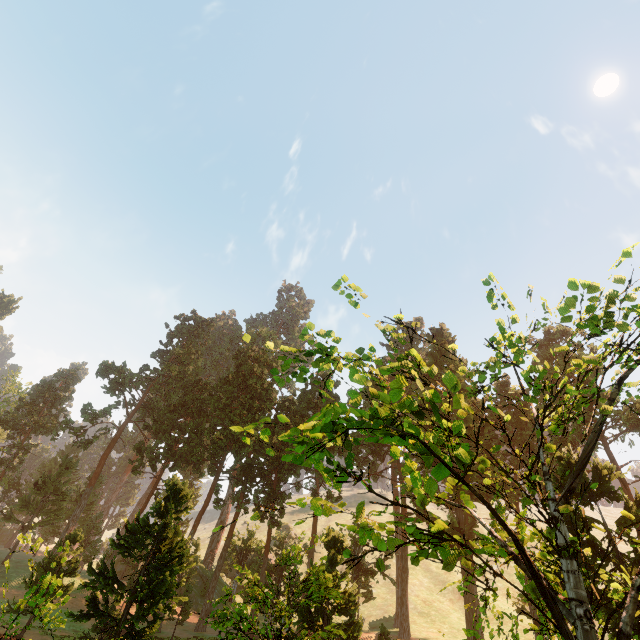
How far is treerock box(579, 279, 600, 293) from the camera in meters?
4.3 m

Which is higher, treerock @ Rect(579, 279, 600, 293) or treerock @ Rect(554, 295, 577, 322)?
treerock @ Rect(579, 279, 600, 293)

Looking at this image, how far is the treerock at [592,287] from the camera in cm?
433

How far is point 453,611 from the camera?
37.9m

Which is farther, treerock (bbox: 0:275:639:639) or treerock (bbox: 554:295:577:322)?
treerock (bbox: 0:275:639:639)

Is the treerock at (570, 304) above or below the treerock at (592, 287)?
below
